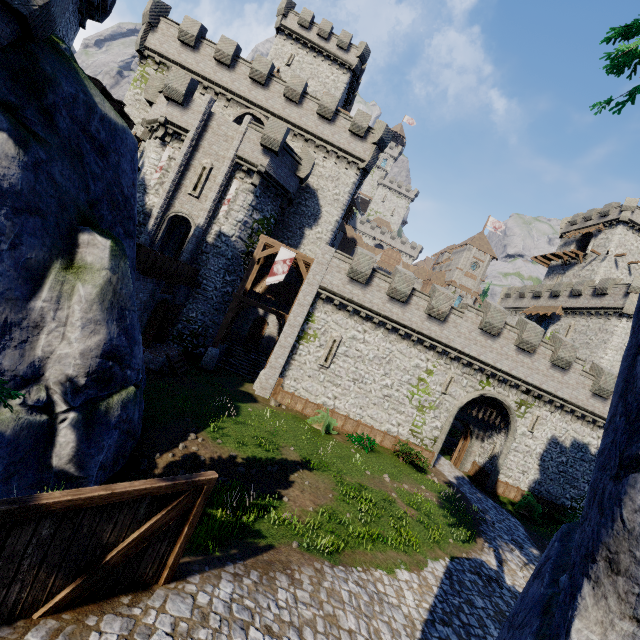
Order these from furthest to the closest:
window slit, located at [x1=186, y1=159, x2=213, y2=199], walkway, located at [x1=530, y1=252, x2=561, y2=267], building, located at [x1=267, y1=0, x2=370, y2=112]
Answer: walkway, located at [x1=530, y1=252, x2=561, y2=267] < building, located at [x1=267, y1=0, x2=370, y2=112] < window slit, located at [x1=186, y1=159, x2=213, y2=199]

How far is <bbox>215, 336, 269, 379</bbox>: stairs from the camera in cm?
2438

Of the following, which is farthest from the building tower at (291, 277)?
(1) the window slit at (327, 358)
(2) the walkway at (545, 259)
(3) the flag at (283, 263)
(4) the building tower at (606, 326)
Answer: (2) the walkway at (545, 259)

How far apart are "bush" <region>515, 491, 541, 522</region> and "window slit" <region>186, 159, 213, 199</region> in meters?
30.3

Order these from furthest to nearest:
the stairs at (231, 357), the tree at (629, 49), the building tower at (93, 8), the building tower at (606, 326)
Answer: the building tower at (606, 326)
the stairs at (231, 357)
the building tower at (93, 8)
the tree at (629, 49)

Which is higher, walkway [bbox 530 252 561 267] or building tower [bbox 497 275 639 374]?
walkway [bbox 530 252 561 267]

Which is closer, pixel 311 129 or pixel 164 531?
pixel 164 531

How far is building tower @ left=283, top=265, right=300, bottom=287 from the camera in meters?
27.4 m
